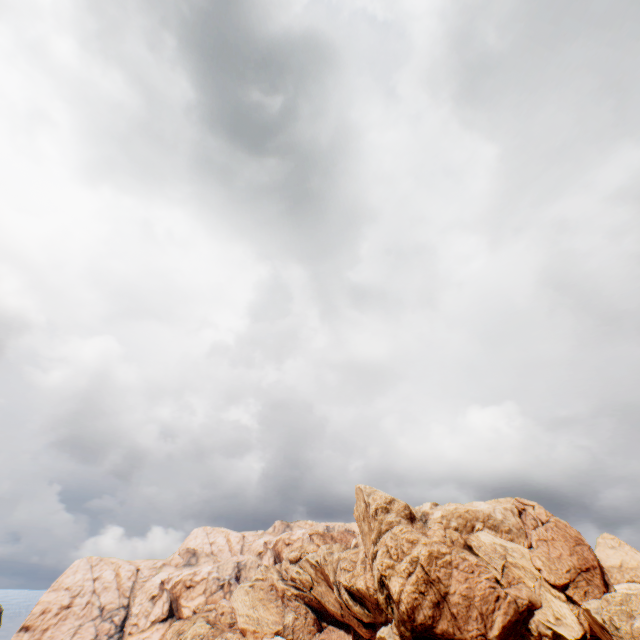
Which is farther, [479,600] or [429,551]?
[429,551]
